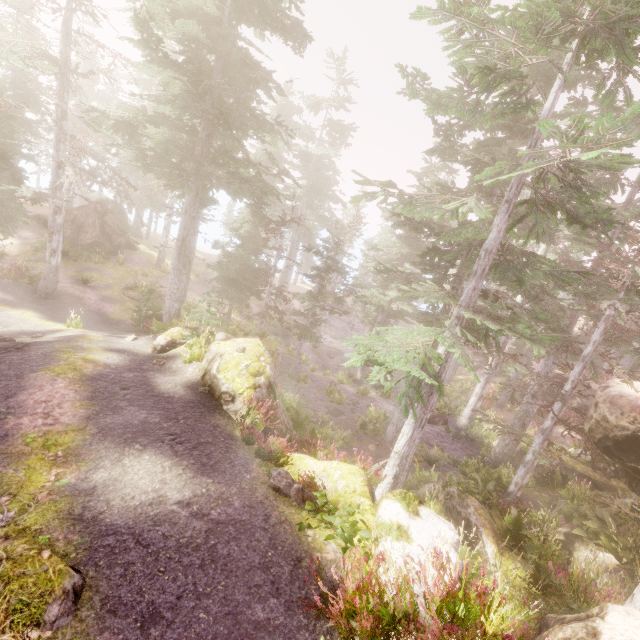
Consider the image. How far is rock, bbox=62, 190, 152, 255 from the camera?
26.16m

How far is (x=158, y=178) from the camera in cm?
1573

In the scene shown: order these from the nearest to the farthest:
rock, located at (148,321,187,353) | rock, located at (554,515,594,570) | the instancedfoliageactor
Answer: the instancedfoliageactor → rock, located at (554,515,594,570) → rock, located at (148,321,187,353)

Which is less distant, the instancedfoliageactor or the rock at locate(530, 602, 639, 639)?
the rock at locate(530, 602, 639, 639)

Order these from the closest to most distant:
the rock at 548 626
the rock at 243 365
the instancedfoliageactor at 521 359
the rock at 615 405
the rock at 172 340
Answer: the rock at 548 626 → the instancedfoliageactor at 521 359 → the rock at 615 405 → the rock at 243 365 → the rock at 172 340

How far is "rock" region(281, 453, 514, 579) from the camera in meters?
4.8

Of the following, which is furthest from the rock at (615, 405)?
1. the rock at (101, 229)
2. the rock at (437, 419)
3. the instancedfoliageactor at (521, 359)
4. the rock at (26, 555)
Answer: the rock at (101, 229)

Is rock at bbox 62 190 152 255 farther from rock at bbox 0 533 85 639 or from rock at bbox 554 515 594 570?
rock at bbox 0 533 85 639
